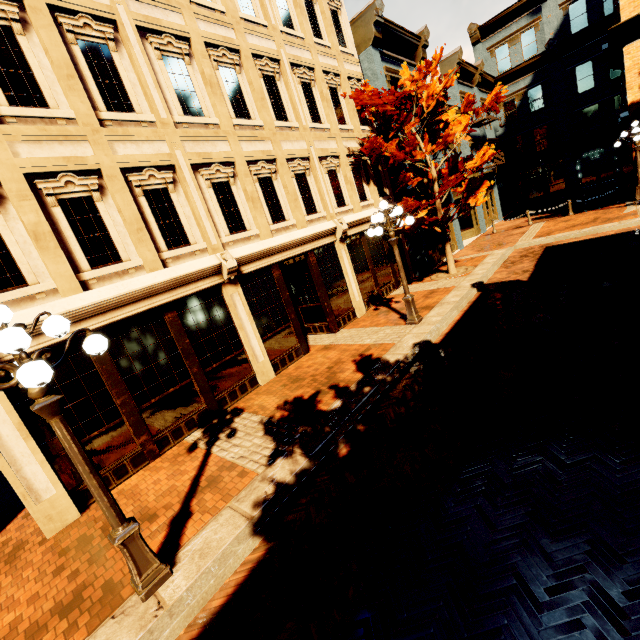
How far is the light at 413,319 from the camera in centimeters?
866cm

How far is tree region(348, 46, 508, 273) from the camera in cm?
1093

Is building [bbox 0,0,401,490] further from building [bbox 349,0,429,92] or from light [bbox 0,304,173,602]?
light [bbox 0,304,173,602]

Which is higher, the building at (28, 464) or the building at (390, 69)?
the building at (390, 69)

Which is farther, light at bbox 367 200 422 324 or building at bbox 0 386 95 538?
light at bbox 367 200 422 324

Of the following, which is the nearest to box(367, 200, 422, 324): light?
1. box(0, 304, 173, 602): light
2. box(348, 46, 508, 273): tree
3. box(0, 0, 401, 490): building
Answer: box(0, 0, 401, 490): building

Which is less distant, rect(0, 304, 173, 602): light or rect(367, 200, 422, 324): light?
rect(0, 304, 173, 602): light

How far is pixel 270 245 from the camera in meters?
9.2
